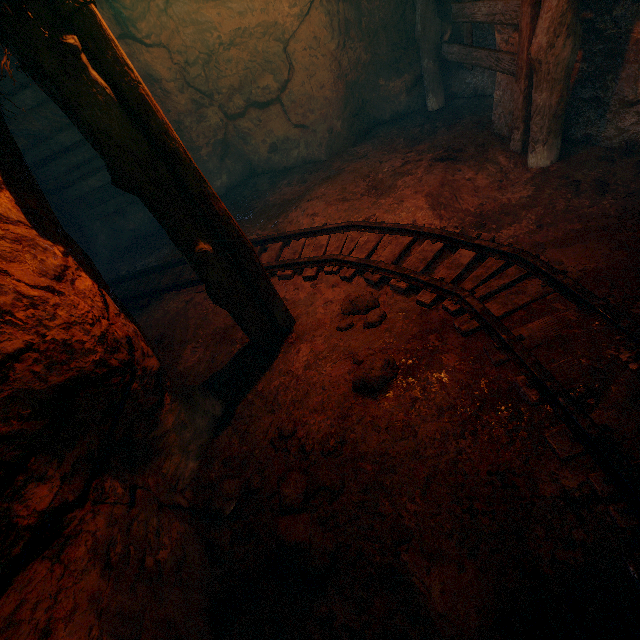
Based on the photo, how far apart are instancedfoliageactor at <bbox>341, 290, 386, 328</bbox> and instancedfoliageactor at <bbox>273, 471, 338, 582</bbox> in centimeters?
159cm

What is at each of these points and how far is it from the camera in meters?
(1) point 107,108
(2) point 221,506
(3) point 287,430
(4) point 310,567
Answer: (1) z, 2.0
(2) instancedfoliageactor, 2.6
(3) instancedfoliageactor, 2.8
(4) instancedfoliageactor, 2.1

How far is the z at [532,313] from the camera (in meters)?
2.74

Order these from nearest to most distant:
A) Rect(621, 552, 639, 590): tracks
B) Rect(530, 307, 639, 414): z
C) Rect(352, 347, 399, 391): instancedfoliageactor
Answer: Rect(621, 552, 639, 590): tracks, Rect(530, 307, 639, 414): z, Rect(352, 347, 399, 391): instancedfoliageactor

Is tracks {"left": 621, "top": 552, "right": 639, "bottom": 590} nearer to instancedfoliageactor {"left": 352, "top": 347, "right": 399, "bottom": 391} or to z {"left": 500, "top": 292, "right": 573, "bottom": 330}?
z {"left": 500, "top": 292, "right": 573, "bottom": 330}

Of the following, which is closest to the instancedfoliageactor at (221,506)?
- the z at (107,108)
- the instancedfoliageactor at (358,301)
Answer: the z at (107,108)

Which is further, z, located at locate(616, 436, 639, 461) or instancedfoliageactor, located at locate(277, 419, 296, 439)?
instancedfoliageactor, located at locate(277, 419, 296, 439)

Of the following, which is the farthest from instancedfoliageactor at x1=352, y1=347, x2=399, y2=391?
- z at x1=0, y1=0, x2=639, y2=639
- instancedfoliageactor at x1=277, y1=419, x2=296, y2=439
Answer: instancedfoliageactor at x1=277, y1=419, x2=296, y2=439
